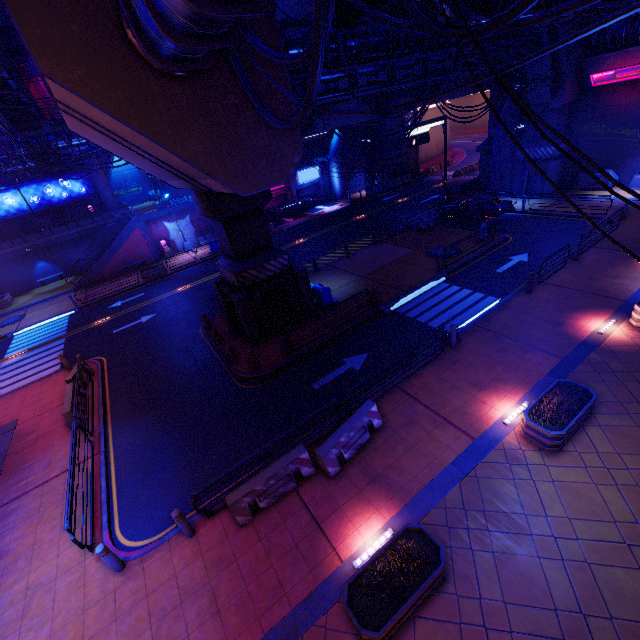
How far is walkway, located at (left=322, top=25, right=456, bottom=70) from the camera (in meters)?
15.72

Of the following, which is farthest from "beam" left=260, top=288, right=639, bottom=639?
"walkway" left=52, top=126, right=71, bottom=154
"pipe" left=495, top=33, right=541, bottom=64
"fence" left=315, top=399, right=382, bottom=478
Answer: "walkway" left=52, top=126, right=71, bottom=154

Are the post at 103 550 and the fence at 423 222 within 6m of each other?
no

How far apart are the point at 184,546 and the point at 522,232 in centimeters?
2496cm

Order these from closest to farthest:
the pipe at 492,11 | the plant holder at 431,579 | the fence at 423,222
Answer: the plant holder at 431,579, the pipe at 492,11, the fence at 423,222

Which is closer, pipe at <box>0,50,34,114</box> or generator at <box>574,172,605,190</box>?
pipe at <box>0,50,34,114</box>

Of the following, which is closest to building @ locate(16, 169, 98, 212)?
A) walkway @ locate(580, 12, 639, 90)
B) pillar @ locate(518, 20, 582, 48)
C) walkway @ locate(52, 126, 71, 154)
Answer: walkway @ locate(52, 126, 71, 154)

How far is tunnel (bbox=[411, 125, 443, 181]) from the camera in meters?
42.9 m
